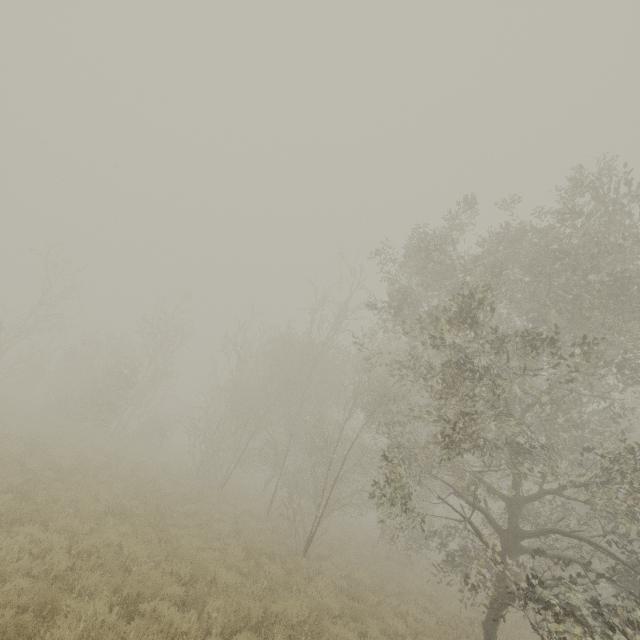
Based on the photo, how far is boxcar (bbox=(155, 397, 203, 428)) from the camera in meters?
52.6 m

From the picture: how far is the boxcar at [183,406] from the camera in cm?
5261

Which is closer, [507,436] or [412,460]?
[507,436]
